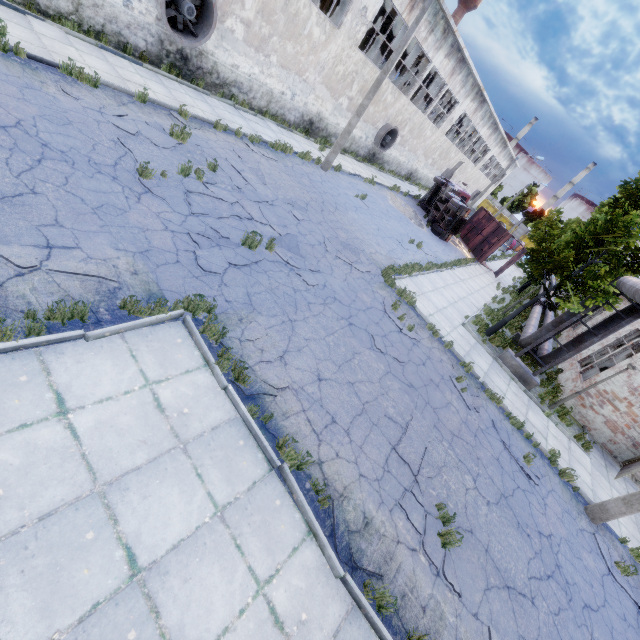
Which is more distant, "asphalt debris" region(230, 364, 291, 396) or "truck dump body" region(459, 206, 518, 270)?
"truck dump body" region(459, 206, 518, 270)

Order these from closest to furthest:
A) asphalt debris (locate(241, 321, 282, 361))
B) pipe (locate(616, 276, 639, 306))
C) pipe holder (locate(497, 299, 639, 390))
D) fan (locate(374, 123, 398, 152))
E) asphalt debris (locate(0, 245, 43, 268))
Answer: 1. asphalt debris (locate(0, 245, 43, 268))
2. asphalt debris (locate(241, 321, 282, 361))
3. pipe (locate(616, 276, 639, 306))
4. pipe holder (locate(497, 299, 639, 390))
5. fan (locate(374, 123, 398, 152))

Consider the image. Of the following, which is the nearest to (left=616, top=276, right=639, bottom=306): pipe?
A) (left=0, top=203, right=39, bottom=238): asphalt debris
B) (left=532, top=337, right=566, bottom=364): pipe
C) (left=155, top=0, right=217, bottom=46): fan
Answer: (left=532, top=337, right=566, bottom=364): pipe

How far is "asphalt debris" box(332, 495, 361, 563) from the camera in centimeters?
468cm

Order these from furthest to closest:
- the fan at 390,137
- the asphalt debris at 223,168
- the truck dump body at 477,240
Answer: the truck dump body at 477,240 → the fan at 390,137 → the asphalt debris at 223,168

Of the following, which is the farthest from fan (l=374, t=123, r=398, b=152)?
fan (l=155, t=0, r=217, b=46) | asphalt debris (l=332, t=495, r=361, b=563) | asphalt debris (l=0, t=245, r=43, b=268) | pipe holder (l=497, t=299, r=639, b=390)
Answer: asphalt debris (l=332, t=495, r=361, b=563)

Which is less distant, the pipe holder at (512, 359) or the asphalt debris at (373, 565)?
the asphalt debris at (373, 565)

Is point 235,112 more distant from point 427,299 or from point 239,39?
point 427,299
